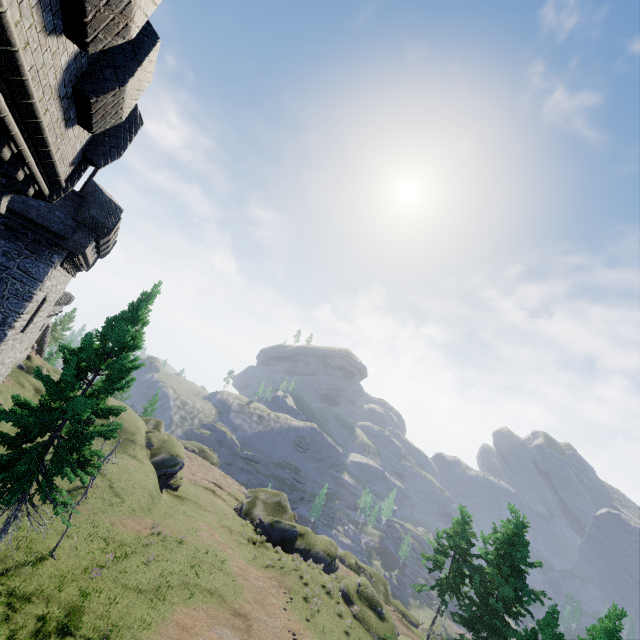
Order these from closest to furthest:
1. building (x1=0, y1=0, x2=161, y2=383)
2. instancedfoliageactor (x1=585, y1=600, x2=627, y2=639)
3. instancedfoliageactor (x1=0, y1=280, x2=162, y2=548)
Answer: building (x1=0, y1=0, x2=161, y2=383)
instancedfoliageactor (x1=0, y1=280, x2=162, y2=548)
instancedfoliageactor (x1=585, y1=600, x2=627, y2=639)

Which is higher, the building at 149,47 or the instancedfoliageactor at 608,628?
the building at 149,47

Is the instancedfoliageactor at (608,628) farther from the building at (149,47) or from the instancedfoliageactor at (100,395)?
the building at (149,47)

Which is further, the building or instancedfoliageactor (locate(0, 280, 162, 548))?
instancedfoliageactor (locate(0, 280, 162, 548))

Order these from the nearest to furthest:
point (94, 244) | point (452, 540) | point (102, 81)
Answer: point (102, 81) < point (94, 244) < point (452, 540)

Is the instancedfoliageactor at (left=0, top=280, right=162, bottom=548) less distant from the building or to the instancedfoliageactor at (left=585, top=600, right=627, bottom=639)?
the building
